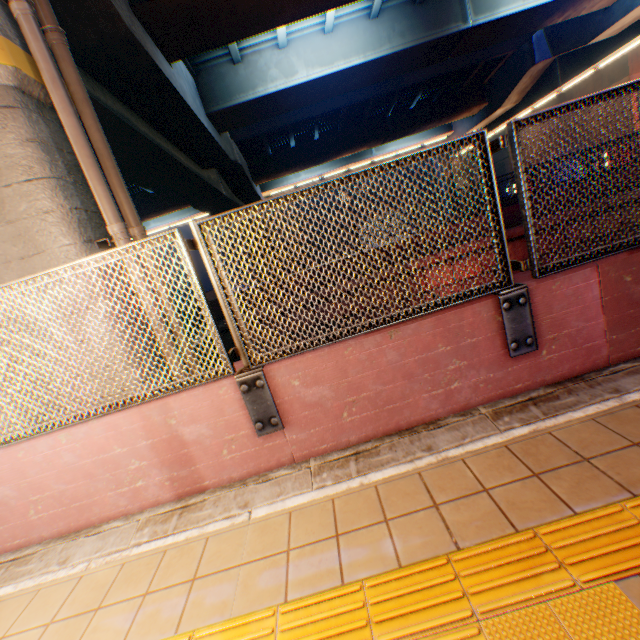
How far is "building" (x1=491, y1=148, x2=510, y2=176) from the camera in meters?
44.8 m

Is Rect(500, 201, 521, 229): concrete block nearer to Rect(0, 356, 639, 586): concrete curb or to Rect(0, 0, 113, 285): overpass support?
Rect(0, 0, 113, 285): overpass support

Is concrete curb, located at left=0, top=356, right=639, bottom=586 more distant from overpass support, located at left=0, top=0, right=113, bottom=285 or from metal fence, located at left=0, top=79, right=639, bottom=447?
overpass support, located at left=0, top=0, right=113, bottom=285

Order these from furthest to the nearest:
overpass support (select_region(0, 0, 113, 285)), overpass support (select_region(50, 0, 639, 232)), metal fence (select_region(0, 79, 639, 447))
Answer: overpass support (select_region(50, 0, 639, 232))
overpass support (select_region(0, 0, 113, 285))
metal fence (select_region(0, 79, 639, 447))

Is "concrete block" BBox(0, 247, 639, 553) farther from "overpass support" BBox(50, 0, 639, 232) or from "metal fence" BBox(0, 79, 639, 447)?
"overpass support" BBox(50, 0, 639, 232)

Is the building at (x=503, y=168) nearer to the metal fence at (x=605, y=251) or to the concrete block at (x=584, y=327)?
the metal fence at (x=605, y=251)

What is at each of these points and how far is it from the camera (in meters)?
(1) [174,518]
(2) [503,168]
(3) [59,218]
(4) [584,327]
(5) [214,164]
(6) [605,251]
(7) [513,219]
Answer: (1) concrete curb, 2.77
(2) building, 46.78
(3) overpass support, 3.90
(4) concrete block, 2.84
(5) overpass support, 15.15
(6) metal fence, 2.54
(7) concrete block, 13.24
